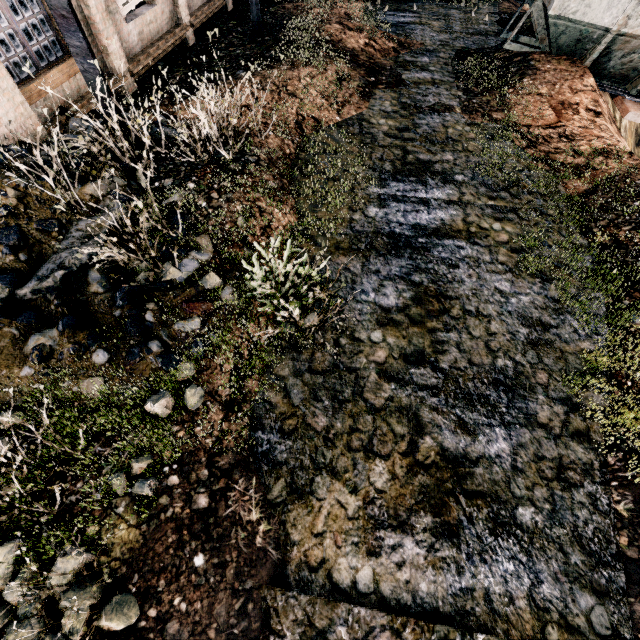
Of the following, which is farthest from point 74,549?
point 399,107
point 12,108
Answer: point 399,107

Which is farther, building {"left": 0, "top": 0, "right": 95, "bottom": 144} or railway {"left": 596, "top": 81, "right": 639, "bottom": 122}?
railway {"left": 596, "top": 81, "right": 639, "bottom": 122}

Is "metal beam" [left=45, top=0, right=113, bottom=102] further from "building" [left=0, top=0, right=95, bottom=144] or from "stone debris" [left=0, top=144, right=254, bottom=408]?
"building" [left=0, top=0, right=95, bottom=144]

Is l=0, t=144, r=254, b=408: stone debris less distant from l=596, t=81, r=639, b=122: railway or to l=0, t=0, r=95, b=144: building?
l=0, t=0, r=95, b=144: building

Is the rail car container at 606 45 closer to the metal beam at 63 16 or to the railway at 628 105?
the railway at 628 105

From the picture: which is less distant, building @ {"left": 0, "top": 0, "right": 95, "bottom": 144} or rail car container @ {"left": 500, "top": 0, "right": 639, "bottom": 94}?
building @ {"left": 0, "top": 0, "right": 95, "bottom": 144}

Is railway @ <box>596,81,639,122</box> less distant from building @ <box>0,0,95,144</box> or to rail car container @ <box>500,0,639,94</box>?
rail car container @ <box>500,0,639,94</box>

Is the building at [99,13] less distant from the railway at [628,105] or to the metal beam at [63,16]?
the metal beam at [63,16]
